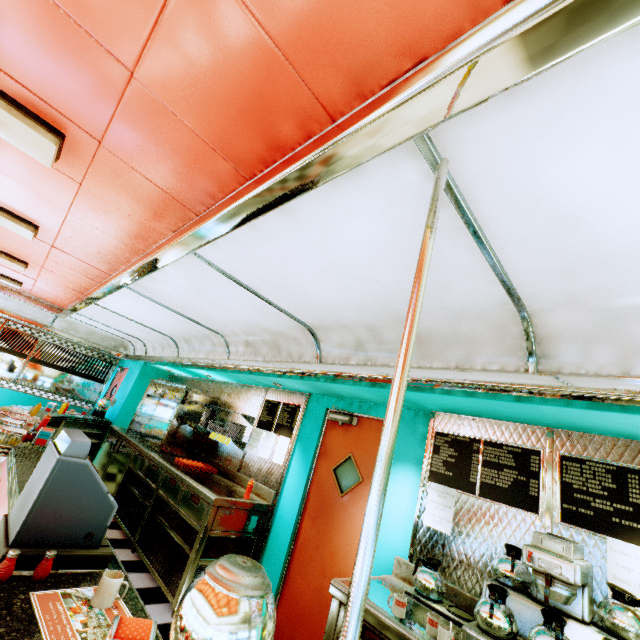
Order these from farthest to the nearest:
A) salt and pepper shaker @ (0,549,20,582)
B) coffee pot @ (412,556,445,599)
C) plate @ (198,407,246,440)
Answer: plate @ (198,407,246,440) < coffee pot @ (412,556,445,599) < salt and pepper shaker @ (0,549,20,582)

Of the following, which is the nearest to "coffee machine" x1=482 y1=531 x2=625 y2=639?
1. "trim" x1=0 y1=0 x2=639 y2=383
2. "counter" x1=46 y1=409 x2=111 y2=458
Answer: "trim" x1=0 y1=0 x2=639 y2=383

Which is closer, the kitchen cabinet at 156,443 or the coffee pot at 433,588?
the coffee pot at 433,588

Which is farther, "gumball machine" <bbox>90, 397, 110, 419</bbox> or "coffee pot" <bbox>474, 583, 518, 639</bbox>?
"gumball machine" <bbox>90, 397, 110, 419</bbox>

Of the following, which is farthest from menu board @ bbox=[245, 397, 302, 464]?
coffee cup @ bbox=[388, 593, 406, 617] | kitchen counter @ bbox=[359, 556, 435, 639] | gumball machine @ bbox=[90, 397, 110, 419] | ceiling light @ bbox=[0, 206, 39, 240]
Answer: gumball machine @ bbox=[90, 397, 110, 419]

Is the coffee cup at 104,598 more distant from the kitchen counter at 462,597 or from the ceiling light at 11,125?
the ceiling light at 11,125

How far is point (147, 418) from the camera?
6.5 meters

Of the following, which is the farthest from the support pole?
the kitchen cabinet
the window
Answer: the window
